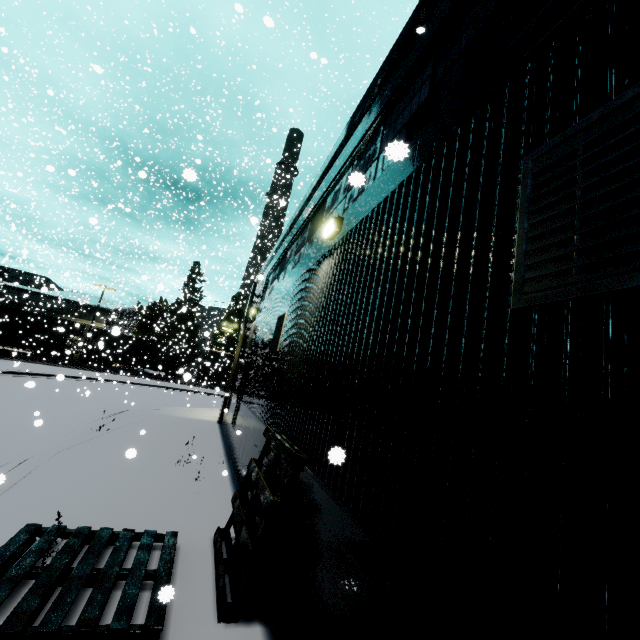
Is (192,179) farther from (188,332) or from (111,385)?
(188,332)

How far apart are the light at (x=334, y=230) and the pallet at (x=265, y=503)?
3.5m

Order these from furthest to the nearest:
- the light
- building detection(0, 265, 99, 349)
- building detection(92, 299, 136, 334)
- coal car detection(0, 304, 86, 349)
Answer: building detection(0, 265, 99, 349) < building detection(92, 299, 136, 334) < coal car detection(0, 304, 86, 349) < the light

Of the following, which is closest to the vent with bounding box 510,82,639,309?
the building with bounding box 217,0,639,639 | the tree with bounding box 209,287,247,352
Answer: the building with bounding box 217,0,639,639

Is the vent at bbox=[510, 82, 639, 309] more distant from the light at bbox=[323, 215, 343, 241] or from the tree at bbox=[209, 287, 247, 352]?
the tree at bbox=[209, 287, 247, 352]

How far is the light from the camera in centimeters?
542cm

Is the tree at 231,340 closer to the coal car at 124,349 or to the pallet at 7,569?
the coal car at 124,349

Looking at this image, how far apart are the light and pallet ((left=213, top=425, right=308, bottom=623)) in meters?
3.5
